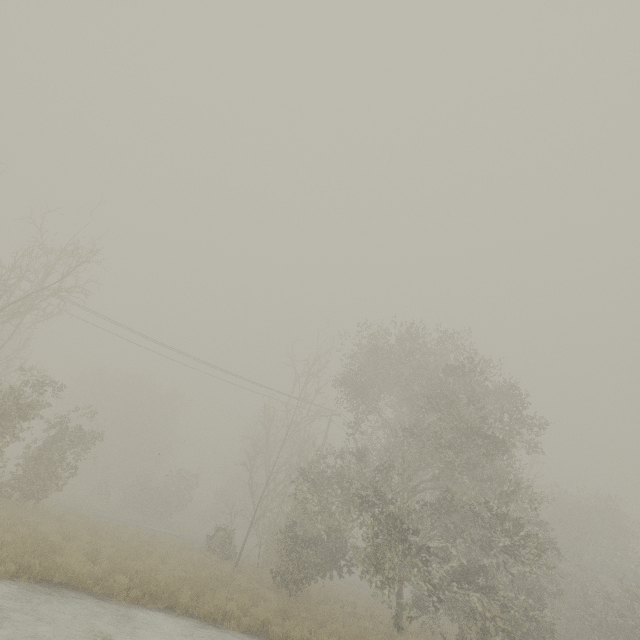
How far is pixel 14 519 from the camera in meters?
13.4
